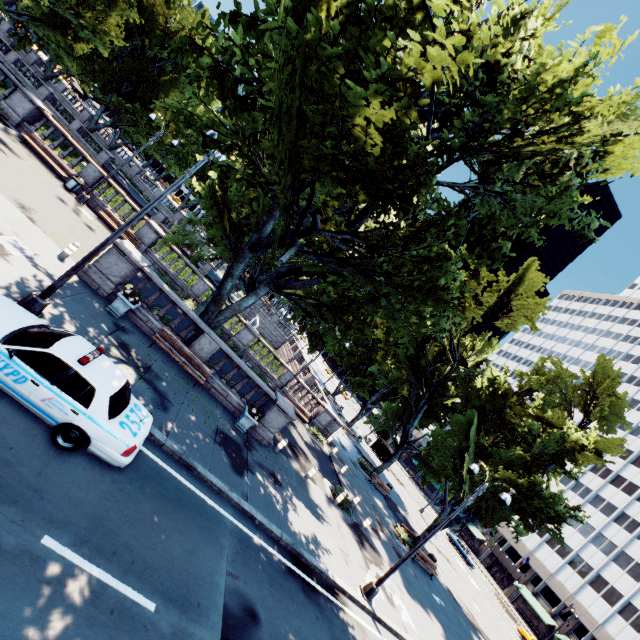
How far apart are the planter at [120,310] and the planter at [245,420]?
6.58m

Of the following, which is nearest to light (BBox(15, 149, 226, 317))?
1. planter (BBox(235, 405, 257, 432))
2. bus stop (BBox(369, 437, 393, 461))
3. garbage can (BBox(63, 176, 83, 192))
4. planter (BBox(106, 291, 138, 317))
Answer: planter (BBox(106, 291, 138, 317))

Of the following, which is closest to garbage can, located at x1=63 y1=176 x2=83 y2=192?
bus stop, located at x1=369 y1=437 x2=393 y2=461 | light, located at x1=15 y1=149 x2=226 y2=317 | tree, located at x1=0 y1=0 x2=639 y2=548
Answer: tree, located at x1=0 y1=0 x2=639 y2=548

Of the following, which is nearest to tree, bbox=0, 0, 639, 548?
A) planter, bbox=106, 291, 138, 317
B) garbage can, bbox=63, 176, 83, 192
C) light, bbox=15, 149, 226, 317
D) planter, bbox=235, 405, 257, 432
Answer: light, bbox=15, 149, 226, 317

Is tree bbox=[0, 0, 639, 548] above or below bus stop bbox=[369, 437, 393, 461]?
above

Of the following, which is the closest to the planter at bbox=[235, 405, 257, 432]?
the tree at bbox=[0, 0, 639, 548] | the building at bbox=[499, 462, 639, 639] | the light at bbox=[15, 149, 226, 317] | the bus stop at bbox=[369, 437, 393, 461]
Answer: the tree at bbox=[0, 0, 639, 548]

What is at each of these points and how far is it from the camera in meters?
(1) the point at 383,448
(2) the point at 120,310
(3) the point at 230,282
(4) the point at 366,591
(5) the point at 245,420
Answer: (1) bus stop, 49.9
(2) planter, 13.0
(3) tree, 14.9
(4) light, 13.3
(5) planter, 15.0

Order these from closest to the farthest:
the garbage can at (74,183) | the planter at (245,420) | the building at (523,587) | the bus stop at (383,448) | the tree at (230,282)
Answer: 1. the tree at (230,282)
2. the planter at (245,420)
3. the garbage can at (74,183)
4. the building at (523,587)
5. the bus stop at (383,448)
